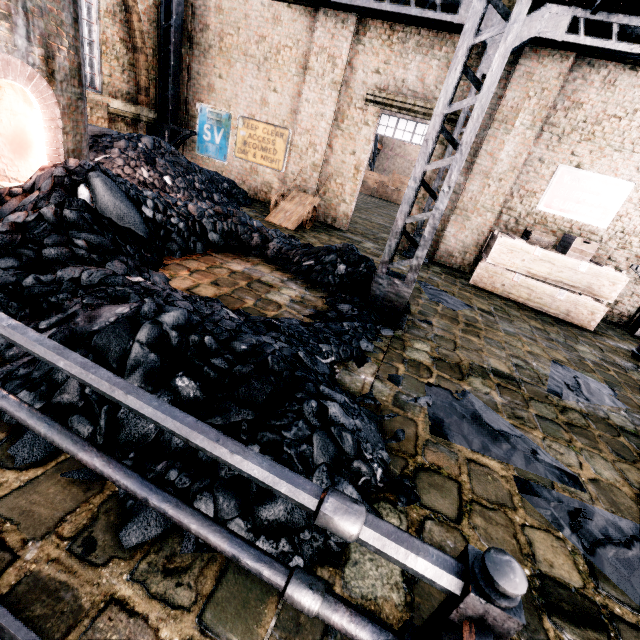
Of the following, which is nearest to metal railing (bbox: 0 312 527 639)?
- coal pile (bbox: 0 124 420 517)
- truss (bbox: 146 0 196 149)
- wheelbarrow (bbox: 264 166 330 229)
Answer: coal pile (bbox: 0 124 420 517)

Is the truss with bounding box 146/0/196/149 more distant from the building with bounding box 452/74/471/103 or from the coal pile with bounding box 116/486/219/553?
the coal pile with bounding box 116/486/219/553

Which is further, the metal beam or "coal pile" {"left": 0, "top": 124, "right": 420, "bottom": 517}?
"coal pile" {"left": 0, "top": 124, "right": 420, "bottom": 517}

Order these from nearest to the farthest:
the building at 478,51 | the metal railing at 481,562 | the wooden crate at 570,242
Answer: the metal railing at 481,562, the wooden crate at 570,242, the building at 478,51

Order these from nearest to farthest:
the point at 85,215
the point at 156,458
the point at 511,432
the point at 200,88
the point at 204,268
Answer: the point at 156,458, the point at 511,432, the point at 85,215, the point at 204,268, the point at 200,88

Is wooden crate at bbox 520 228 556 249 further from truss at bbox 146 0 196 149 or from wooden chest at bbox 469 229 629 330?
truss at bbox 146 0 196 149

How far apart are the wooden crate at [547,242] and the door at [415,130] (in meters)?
3.52

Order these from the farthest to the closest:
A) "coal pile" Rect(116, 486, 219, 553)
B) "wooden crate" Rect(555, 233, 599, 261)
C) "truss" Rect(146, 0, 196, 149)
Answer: "truss" Rect(146, 0, 196, 149), "wooden crate" Rect(555, 233, 599, 261), "coal pile" Rect(116, 486, 219, 553)
